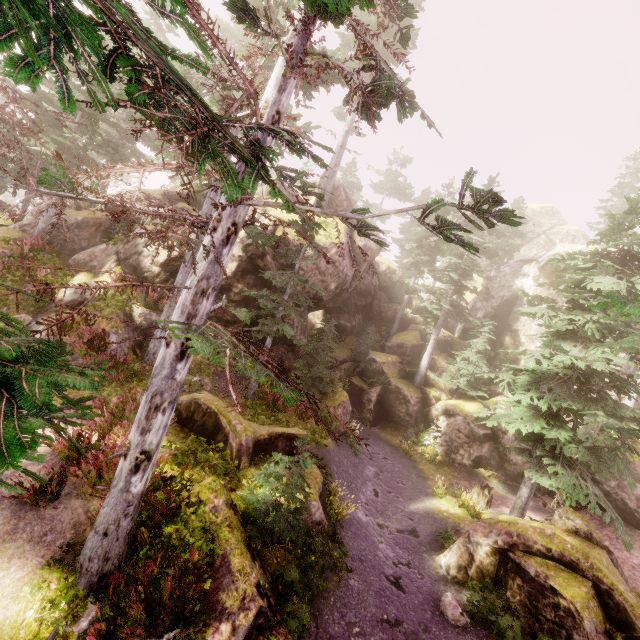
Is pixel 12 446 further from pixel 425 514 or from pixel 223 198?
pixel 425 514

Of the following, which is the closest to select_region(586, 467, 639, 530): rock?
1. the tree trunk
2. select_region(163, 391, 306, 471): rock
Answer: select_region(163, 391, 306, 471): rock

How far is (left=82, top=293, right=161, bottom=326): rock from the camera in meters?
14.4

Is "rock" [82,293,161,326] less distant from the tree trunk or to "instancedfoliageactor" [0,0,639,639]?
"instancedfoliageactor" [0,0,639,639]

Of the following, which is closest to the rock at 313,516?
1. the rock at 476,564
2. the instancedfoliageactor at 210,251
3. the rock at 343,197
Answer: the instancedfoliageactor at 210,251

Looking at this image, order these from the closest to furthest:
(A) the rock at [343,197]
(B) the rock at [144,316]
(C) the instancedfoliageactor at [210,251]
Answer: (C) the instancedfoliageactor at [210,251] < (B) the rock at [144,316] < (A) the rock at [343,197]

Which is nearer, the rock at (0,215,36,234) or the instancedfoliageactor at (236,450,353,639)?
the instancedfoliageactor at (236,450,353,639)

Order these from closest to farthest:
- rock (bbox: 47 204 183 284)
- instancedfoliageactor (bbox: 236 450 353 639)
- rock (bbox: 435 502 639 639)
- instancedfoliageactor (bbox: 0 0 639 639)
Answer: instancedfoliageactor (bbox: 0 0 639 639)
instancedfoliageactor (bbox: 236 450 353 639)
rock (bbox: 435 502 639 639)
rock (bbox: 47 204 183 284)
